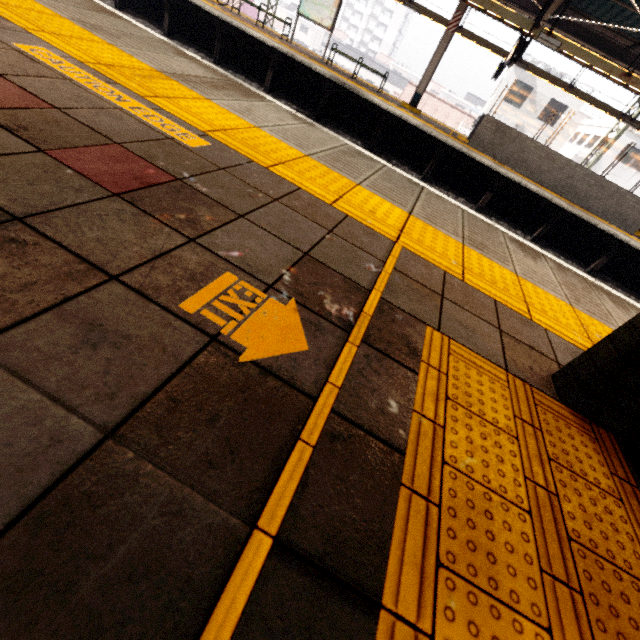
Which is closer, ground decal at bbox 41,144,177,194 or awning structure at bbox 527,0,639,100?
ground decal at bbox 41,144,177,194

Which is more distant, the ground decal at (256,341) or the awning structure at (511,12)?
the awning structure at (511,12)

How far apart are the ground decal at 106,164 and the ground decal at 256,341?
0.58m

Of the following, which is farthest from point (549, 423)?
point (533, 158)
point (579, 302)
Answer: point (533, 158)

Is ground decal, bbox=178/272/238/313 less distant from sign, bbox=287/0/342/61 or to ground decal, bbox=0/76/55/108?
ground decal, bbox=0/76/55/108

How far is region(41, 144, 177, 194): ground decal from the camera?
1.3m

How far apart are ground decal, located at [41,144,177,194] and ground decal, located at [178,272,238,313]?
0.58m
